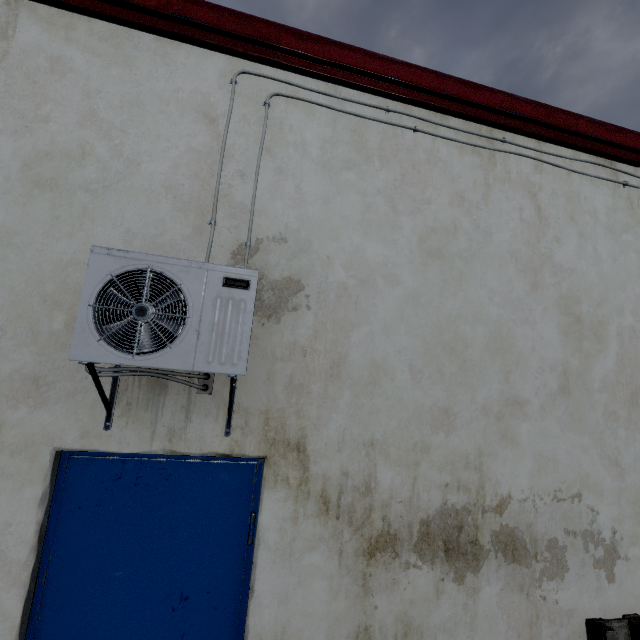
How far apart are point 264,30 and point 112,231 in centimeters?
168cm

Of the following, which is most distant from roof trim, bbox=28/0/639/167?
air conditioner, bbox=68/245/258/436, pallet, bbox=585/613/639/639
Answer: pallet, bbox=585/613/639/639

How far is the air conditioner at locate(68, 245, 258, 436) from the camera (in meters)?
1.47

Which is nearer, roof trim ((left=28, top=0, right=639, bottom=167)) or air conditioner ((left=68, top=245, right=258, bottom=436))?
air conditioner ((left=68, top=245, right=258, bottom=436))

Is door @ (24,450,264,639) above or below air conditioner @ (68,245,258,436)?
below

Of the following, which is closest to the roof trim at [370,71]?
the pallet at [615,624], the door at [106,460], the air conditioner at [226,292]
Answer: the air conditioner at [226,292]

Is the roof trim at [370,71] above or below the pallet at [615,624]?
above

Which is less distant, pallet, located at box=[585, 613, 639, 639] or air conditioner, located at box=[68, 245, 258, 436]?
air conditioner, located at box=[68, 245, 258, 436]
